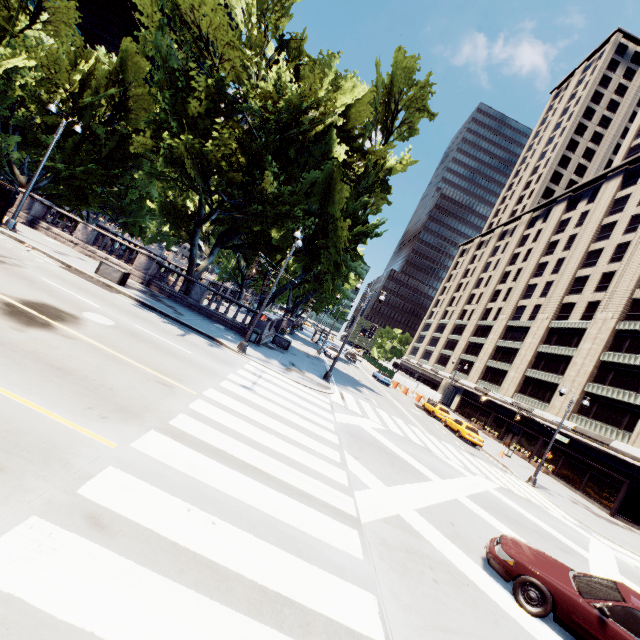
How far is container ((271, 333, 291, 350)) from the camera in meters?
26.8 m

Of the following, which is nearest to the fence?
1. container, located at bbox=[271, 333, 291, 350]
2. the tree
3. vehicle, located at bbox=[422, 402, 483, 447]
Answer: the tree

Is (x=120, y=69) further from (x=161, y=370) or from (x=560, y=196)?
(x=560, y=196)

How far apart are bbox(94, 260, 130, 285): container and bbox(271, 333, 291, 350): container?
11.45m

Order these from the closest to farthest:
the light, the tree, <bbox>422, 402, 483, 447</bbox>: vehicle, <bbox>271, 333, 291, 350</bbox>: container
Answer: the tree < the light < <bbox>271, 333, 291, 350</bbox>: container < <bbox>422, 402, 483, 447</bbox>: vehicle

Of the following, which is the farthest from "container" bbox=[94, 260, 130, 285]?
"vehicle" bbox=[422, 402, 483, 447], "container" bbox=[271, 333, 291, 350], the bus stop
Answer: "vehicle" bbox=[422, 402, 483, 447]

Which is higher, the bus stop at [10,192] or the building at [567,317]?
the building at [567,317]

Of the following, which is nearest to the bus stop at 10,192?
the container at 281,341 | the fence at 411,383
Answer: → the container at 281,341
